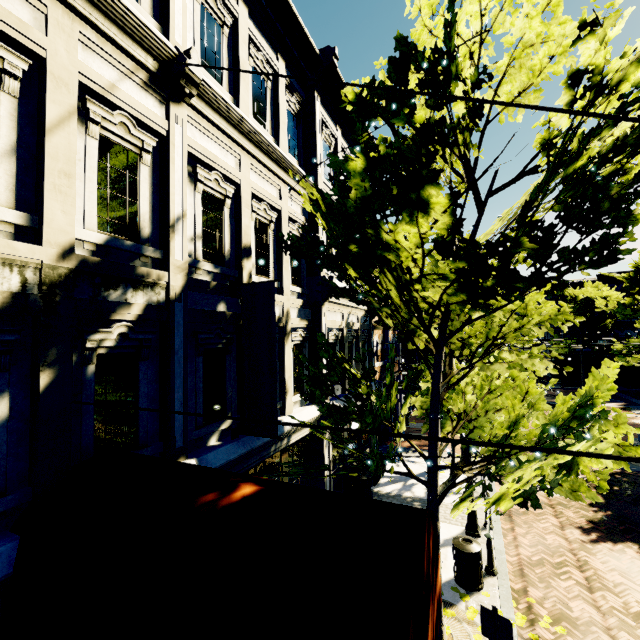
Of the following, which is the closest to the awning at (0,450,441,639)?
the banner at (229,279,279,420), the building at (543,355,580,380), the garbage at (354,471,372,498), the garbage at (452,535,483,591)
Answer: the banner at (229,279,279,420)

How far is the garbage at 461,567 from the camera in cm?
698

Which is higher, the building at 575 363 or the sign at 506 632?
the building at 575 363

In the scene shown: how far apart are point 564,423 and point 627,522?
9.7 meters

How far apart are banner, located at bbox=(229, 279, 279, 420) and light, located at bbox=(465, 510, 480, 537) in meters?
5.6 m

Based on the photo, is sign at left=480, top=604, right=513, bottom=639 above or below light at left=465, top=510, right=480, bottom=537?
above

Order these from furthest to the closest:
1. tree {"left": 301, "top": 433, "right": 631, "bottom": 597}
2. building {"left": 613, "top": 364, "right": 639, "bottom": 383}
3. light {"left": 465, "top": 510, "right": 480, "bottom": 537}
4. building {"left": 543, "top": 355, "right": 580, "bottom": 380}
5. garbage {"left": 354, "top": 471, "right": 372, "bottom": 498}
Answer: building {"left": 543, "top": 355, "right": 580, "bottom": 380}, building {"left": 613, "top": 364, "right": 639, "bottom": 383}, garbage {"left": 354, "top": 471, "right": 372, "bottom": 498}, light {"left": 465, "top": 510, "right": 480, "bottom": 537}, tree {"left": 301, "top": 433, "right": 631, "bottom": 597}

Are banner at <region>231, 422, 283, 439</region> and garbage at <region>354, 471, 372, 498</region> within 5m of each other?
no
